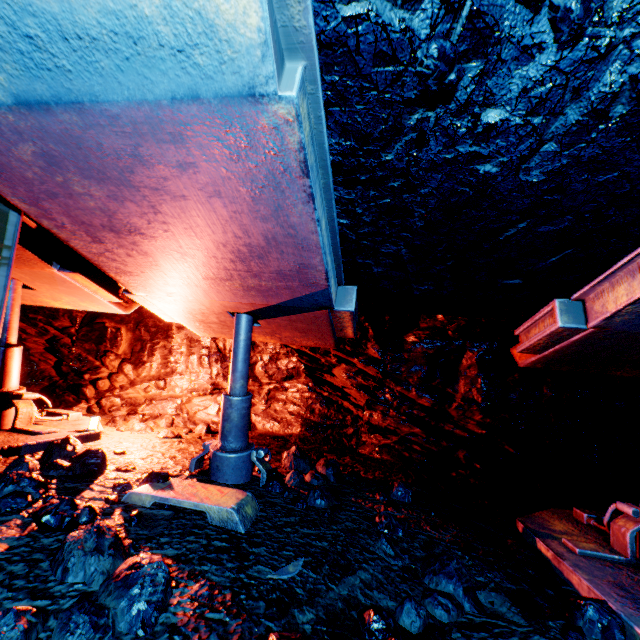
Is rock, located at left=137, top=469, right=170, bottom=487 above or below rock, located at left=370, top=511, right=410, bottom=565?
above

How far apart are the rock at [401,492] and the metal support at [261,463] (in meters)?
0.97

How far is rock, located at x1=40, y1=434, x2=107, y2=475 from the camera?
2.4 meters

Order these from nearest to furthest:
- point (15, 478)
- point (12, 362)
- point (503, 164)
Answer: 1. point (503, 164)
2. point (15, 478)
3. point (12, 362)

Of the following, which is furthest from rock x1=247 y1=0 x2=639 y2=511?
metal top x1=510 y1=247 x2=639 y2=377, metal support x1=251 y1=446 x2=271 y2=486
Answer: metal support x1=251 y1=446 x2=271 y2=486

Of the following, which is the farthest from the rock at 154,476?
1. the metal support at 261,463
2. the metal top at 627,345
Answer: the metal support at 261,463

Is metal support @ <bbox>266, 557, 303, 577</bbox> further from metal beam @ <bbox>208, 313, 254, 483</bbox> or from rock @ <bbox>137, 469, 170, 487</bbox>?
metal beam @ <bbox>208, 313, 254, 483</bbox>

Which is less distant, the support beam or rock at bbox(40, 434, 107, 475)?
the support beam
